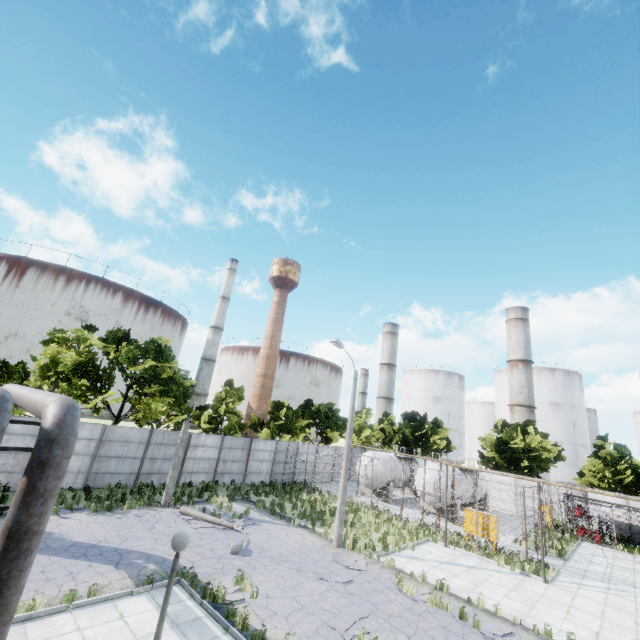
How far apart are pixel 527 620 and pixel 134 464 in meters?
22.0 m

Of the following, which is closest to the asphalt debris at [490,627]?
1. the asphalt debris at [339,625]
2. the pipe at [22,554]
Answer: the asphalt debris at [339,625]

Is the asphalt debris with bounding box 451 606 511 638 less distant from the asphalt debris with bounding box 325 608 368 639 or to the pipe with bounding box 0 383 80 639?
the asphalt debris with bounding box 325 608 368 639

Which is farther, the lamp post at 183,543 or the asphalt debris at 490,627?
the asphalt debris at 490,627

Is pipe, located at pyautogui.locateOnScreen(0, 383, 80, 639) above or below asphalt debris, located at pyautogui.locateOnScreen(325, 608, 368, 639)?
above

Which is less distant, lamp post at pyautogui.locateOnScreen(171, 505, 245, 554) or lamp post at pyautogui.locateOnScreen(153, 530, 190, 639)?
lamp post at pyautogui.locateOnScreen(153, 530, 190, 639)

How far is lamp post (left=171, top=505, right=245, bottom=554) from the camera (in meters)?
13.48

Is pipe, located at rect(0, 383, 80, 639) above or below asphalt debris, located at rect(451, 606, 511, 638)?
above
